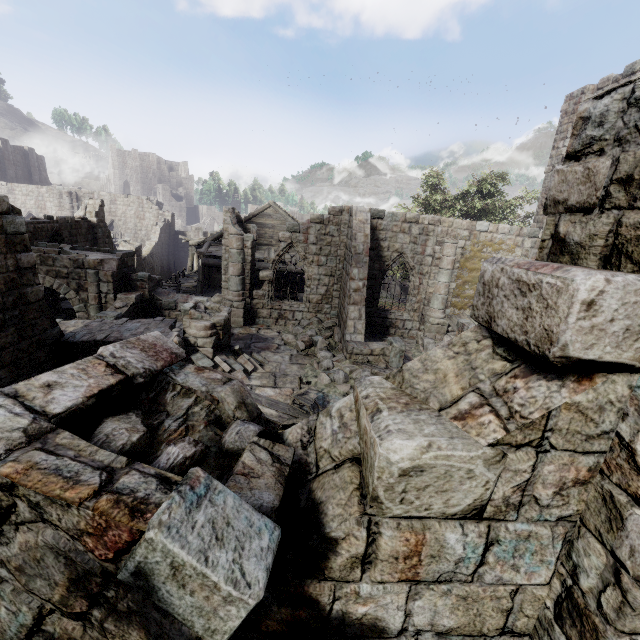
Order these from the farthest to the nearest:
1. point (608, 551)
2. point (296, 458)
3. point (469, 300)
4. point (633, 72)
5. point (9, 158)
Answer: point (9, 158) → point (469, 300) → point (633, 72) → point (296, 458) → point (608, 551)

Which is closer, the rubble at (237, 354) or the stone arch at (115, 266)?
the rubble at (237, 354)

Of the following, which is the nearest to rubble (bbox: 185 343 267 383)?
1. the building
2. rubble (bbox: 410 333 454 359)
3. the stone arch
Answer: the building

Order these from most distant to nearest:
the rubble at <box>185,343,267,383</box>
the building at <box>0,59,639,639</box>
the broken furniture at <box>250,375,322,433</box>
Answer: the rubble at <box>185,343,267,383</box> < the broken furniture at <box>250,375,322,433</box> < the building at <box>0,59,639,639</box>

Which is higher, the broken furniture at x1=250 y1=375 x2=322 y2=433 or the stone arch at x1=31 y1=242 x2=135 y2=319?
the stone arch at x1=31 y1=242 x2=135 y2=319

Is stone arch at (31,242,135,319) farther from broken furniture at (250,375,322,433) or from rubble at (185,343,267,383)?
broken furniture at (250,375,322,433)

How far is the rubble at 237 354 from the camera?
10.1m

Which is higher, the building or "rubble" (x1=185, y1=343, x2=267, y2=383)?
the building
